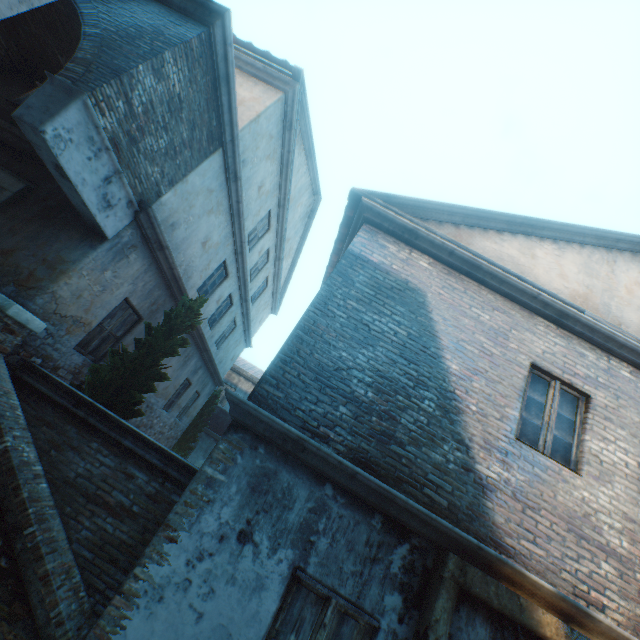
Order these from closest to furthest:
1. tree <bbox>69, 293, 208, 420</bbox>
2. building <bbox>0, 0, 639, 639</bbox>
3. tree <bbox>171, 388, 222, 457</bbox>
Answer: building <bbox>0, 0, 639, 639</bbox>
tree <bbox>69, 293, 208, 420</bbox>
tree <bbox>171, 388, 222, 457</bbox>

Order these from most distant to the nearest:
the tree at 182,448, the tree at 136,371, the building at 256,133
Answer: the tree at 182,448, the tree at 136,371, the building at 256,133

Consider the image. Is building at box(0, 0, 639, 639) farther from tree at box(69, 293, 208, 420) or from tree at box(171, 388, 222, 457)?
tree at box(171, 388, 222, 457)

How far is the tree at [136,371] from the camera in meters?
5.9

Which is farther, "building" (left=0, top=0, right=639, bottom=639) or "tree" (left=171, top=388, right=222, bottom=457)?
"tree" (left=171, top=388, right=222, bottom=457)

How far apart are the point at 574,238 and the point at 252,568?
7.90m

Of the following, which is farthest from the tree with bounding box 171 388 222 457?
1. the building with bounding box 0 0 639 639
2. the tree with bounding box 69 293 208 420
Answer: the building with bounding box 0 0 639 639
